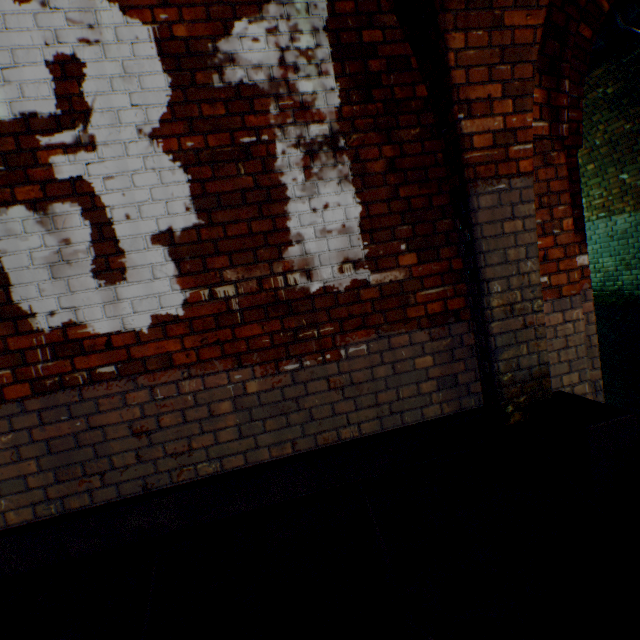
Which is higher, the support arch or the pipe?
the pipe

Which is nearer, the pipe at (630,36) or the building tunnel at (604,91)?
the pipe at (630,36)

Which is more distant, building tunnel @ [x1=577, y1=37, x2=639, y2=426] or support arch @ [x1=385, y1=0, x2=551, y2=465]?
building tunnel @ [x1=577, y1=37, x2=639, y2=426]

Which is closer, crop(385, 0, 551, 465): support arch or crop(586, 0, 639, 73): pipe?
crop(385, 0, 551, 465): support arch

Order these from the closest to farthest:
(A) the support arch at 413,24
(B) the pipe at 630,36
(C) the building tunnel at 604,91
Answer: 1. (A) the support arch at 413,24
2. (B) the pipe at 630,36
3. (C) the building tunnel at 604,91

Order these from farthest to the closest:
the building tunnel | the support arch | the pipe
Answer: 1. the building tunnel
2. the pipe
3. the support arch

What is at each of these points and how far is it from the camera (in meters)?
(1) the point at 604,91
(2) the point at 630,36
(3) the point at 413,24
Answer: (1) building tunnel, 4.98
(2) pipe, 3.18
(3) support arch, 2.03

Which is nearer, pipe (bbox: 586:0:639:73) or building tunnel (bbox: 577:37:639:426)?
pipe (bbox: 586:0:639:73)
